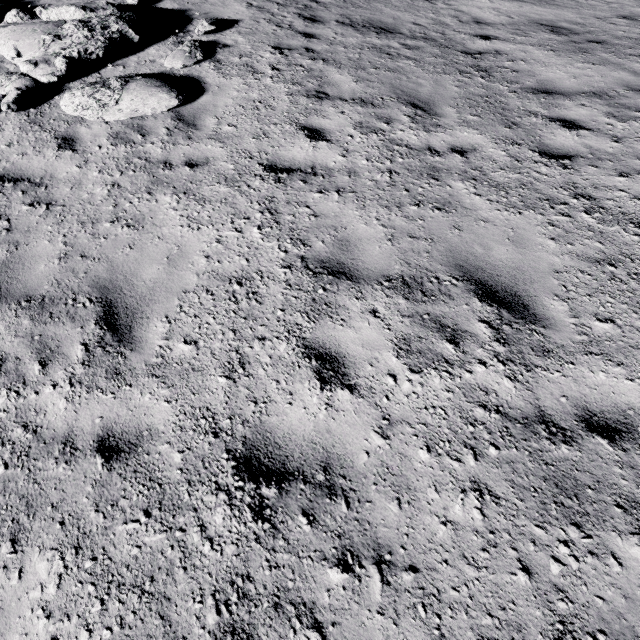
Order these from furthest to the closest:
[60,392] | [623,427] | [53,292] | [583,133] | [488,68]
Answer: Answer: [488,68] → [583,133] → [53,292] → [60,392] → [623,427]

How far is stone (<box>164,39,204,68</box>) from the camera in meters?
6.6 m

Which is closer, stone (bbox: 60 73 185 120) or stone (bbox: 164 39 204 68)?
stone (bbox: 60 73 185 120)

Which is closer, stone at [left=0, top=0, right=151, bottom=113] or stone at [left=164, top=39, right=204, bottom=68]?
stone at [left=0, top=0, right=151, bottom=113]

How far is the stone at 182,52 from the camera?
6.57m

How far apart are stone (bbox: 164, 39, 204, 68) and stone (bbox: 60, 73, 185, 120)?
0.8m

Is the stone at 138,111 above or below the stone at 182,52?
below

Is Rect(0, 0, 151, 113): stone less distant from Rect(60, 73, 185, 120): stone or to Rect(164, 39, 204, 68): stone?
Rect(60, 73, 185, 120): stone
